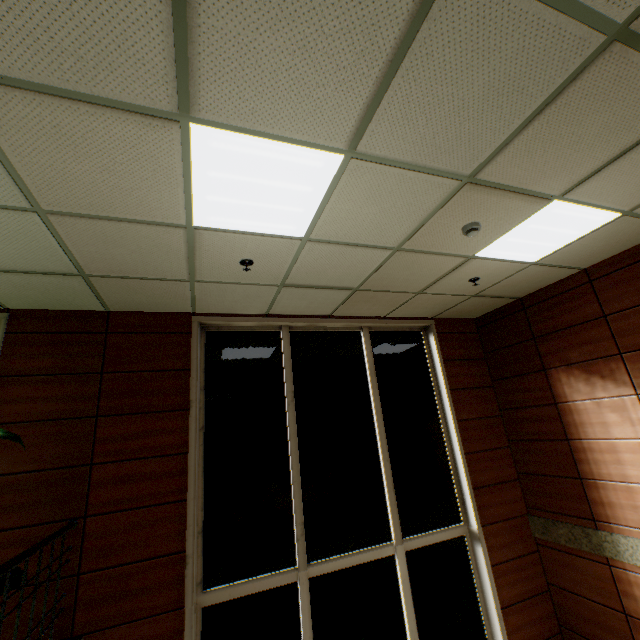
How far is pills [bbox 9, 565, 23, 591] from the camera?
2.6m

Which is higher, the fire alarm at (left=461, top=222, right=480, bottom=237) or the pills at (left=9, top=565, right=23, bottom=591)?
the fire alarm at (left=461, top=222, right=480, bottom=237)

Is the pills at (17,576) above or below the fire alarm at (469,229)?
below

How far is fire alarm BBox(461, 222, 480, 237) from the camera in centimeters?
300cm

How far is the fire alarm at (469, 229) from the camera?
3.0 meters

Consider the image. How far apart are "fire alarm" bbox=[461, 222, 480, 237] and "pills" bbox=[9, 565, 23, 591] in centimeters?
492cm

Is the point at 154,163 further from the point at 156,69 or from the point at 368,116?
the point at 368,116
